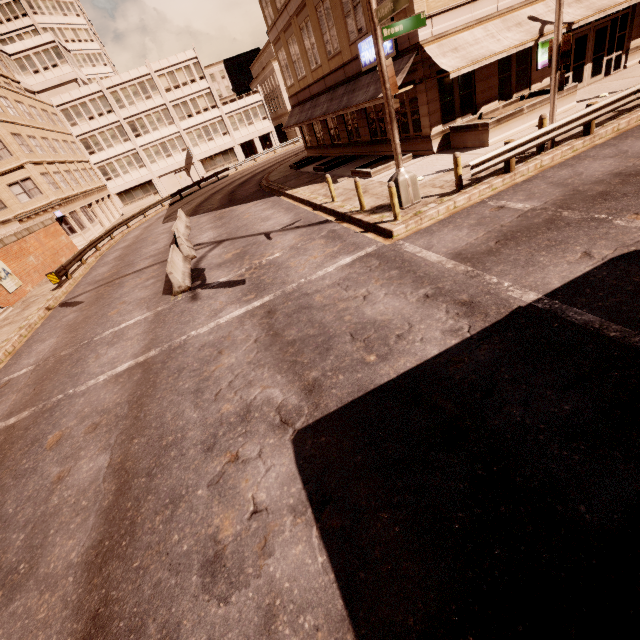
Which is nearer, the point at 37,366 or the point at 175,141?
the point at 37,366

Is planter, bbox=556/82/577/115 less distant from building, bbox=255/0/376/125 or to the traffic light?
building, bbox=255/0/376/125

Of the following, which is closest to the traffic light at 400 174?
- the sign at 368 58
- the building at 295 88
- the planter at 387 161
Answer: the planter at 387 161

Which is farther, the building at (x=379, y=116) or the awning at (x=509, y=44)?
the building at (x=379, y=116)

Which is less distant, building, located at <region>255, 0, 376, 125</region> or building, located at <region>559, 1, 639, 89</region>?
building, located at <region>559, 1, 639, 89</region>

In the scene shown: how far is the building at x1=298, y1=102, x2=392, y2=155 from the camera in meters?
19.8 m

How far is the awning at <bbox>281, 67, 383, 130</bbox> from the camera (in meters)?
16.89

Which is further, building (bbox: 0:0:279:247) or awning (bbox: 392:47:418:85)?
building (bbox: 0:0:279:247)
